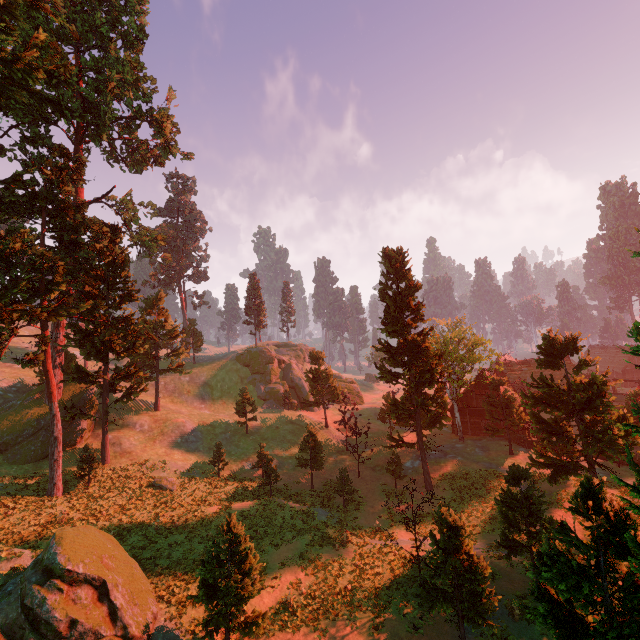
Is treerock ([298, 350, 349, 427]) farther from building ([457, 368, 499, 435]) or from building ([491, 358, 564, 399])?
building ([457, 368, 499, 435])

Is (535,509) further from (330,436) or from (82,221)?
(82,221)

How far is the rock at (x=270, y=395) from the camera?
55.0m

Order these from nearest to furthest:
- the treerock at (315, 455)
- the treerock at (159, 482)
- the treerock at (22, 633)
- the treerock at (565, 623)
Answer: the treerock at (565, 623) < the treerock at (22, 633) < the treerock at (159, 482) < the treerock at (315, 455)

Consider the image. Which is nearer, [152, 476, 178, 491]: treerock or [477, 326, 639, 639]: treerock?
[477, 326, 639, 639]: treerock

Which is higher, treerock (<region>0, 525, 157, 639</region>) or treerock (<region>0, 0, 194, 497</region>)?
treerock (<region>0, 0, 194, 497</region>)

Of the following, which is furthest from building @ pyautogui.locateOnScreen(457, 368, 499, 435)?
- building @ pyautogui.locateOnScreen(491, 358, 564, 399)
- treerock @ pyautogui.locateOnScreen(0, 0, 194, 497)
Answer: building @ pyautogui.locateOnScreen(491, 358, 564, 399)

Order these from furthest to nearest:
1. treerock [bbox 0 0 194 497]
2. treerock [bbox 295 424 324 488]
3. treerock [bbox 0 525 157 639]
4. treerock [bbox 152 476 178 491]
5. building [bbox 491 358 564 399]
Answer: building [bbox 491 358 564 399] < treerock [bbox 295 424 324 488] < treerock [bbox 152 476 178 491] < treerock [bbox 0 0 194 497] < treerock [bbox 0 525 157 639]
